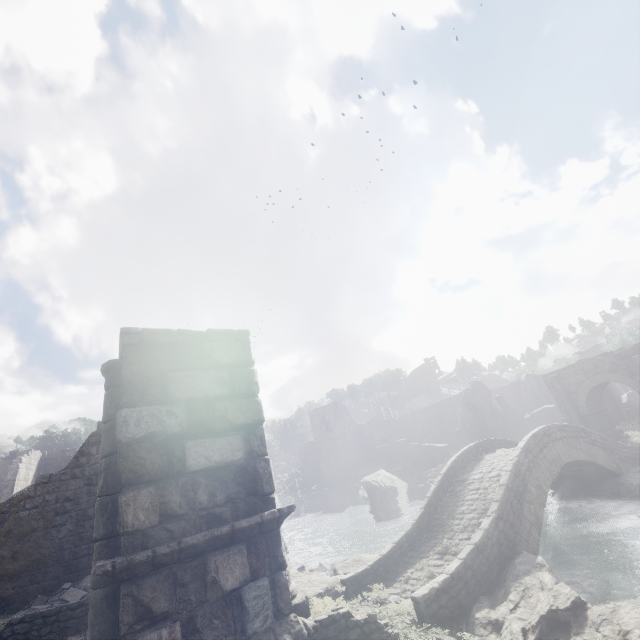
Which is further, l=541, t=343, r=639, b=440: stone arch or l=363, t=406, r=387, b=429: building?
l=363, t=406, r=387, b=429: building

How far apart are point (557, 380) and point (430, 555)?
21.84m

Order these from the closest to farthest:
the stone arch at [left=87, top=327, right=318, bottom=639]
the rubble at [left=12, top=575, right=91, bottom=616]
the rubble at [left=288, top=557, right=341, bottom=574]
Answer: the stone arch at [left=87, top=327, right=318, bottom=639]
the rubble at [left=12, top=575, right=91, bottom=616]
the rubble at [left=288, top=557, right=341, bottom=574]

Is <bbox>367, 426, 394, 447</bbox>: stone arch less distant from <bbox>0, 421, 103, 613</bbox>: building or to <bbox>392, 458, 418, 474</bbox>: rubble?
<bbox>0, 421, 103, 613</bbox>: building

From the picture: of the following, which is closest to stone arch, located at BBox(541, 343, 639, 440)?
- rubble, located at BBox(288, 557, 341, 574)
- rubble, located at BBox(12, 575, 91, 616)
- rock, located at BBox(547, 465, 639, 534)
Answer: rubble, located at BBox(12, 575, 91, 616)

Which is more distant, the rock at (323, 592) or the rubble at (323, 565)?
the rubble at (323, 565)

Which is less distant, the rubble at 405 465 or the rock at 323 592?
the rock at 323 592

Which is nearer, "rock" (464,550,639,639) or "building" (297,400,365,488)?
"rock" (464,550,639,639)
